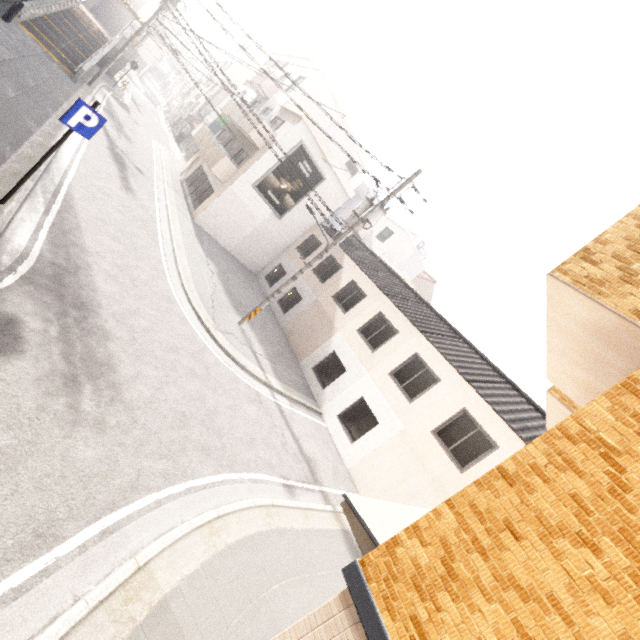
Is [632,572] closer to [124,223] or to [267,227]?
[124,223]

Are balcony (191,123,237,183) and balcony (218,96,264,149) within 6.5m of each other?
yes

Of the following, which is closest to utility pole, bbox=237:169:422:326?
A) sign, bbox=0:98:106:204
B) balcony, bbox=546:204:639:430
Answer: sign, bbox=0:98:106:204

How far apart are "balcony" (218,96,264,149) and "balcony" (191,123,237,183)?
1.58m

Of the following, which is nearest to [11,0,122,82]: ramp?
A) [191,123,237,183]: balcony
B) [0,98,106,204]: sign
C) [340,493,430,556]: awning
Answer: [191,123,237,183]: balcony

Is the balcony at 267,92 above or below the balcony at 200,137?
above

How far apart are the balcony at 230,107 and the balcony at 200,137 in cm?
158

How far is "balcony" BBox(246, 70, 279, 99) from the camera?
22.28m
